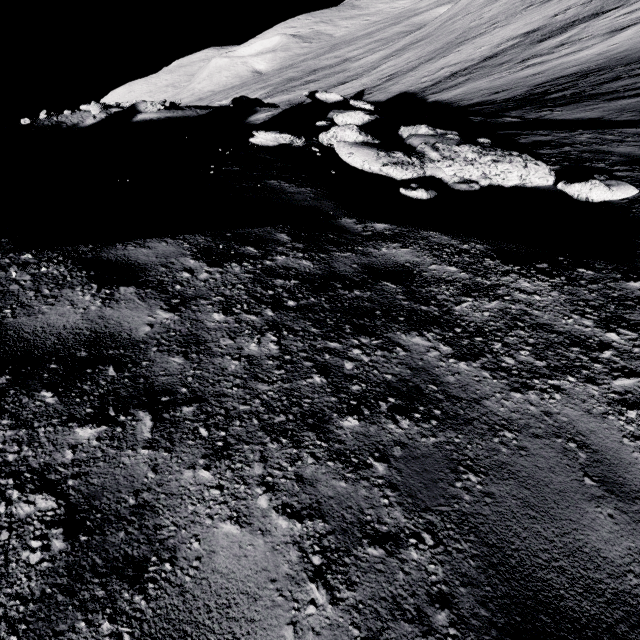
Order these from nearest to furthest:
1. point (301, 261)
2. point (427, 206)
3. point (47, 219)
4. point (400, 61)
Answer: point (301, 261) < point (47, 219) < point (427, 206) < point (400, 61)

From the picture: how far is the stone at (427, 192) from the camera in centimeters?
475cm

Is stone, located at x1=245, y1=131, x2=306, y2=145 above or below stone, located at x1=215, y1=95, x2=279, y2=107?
above

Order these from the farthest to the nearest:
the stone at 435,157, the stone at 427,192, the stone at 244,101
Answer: the stone at 244,101 → the stone at 435,157 → the stone at 427,192

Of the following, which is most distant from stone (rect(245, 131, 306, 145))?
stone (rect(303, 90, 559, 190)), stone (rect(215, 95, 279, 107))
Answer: Answer: stone (rect(215, 95, 279, 107))

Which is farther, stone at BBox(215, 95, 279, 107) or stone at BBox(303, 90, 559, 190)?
stone at BBox(215, 95, 279, 107)

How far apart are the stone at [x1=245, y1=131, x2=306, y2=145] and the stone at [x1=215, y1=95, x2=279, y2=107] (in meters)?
18.71

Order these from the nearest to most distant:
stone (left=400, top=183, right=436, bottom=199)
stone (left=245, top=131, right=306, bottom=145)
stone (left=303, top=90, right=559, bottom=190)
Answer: stone (left=400, top=183, right=436, bottom=199) < stone (left=303, top=90, right=559, bottom=190) < stone (left=245, top=131, right=306, bottom=145)
